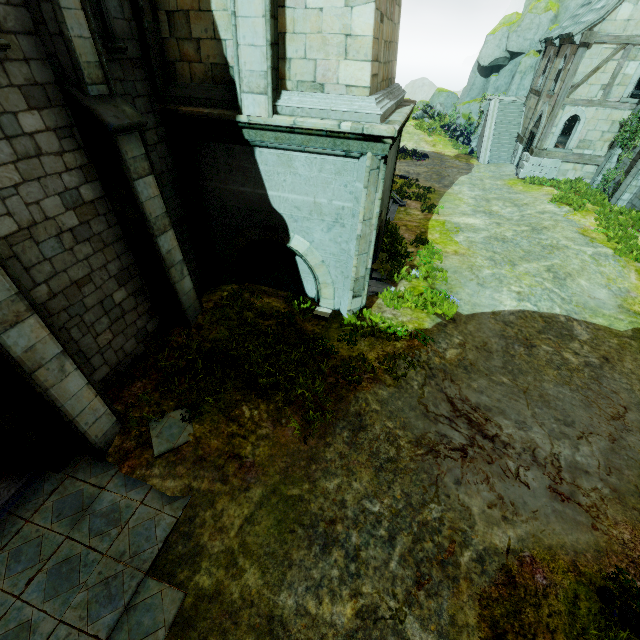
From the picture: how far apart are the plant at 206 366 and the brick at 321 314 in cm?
239

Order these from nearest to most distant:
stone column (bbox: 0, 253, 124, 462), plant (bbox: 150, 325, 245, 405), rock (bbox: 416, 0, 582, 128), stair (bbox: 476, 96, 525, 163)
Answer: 1. stone column (bbox: 0, 253, 124, 462)
2. plant (bbox: 150, 325, 245, 405)
3. stair (bbox: 476, 96, 525, 163)
4. rock (bbox: 416, 0, 582, 128)

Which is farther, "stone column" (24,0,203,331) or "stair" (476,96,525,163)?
"stair" (476,96,525,163)

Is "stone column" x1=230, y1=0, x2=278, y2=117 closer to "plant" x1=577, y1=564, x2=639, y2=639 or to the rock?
"plant" x1=577, y1=564, x2=639, y2=639

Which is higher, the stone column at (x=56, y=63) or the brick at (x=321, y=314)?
the stone column at (x=56, y=63)

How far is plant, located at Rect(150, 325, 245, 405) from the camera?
→ 7.1 meters

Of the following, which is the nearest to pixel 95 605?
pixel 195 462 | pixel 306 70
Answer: pixel 195 462

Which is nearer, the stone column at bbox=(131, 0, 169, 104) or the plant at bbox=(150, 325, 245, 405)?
the stone column at bbox=(131, 0, 169, 104)
